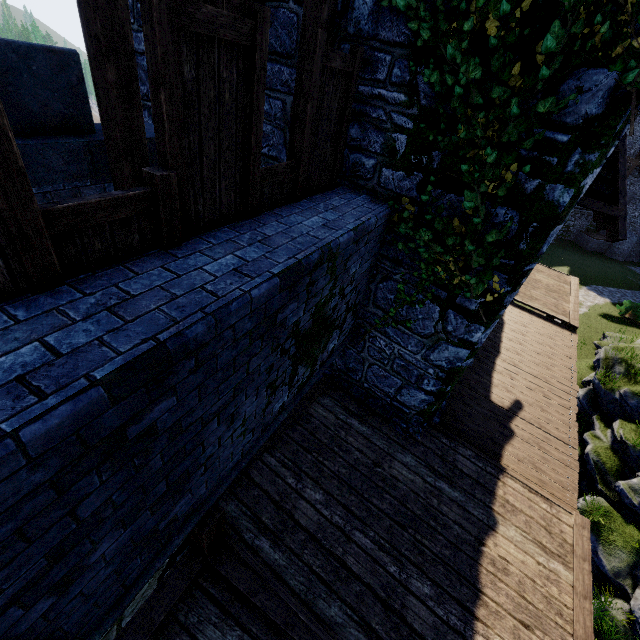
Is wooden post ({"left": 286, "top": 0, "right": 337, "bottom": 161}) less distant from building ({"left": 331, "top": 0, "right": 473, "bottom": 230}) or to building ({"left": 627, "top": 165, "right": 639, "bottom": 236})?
building ({"left": 331, "top": 0, "right": 473, "bottom": 230})

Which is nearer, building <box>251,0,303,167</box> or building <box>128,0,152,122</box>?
building <box>251,0,303,167</box>

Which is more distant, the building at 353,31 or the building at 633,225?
the building at 633,225

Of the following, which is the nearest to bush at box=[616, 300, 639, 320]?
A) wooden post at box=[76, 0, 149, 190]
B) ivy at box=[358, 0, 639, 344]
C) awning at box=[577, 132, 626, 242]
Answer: awning at box=[577, 132, 626, 242]

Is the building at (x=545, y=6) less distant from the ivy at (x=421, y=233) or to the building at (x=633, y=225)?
the ivy at (x=421, y=233)

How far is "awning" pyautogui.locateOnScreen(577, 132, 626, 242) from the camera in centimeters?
491cm

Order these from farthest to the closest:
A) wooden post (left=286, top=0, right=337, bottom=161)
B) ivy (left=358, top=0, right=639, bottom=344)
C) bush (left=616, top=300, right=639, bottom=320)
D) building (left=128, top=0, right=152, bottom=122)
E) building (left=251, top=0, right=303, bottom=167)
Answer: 1. bush (left=616, top=300, right=639, bottom=320)
2. building (left=128, top=0, right=152, bottom=122)
3. building (left=251, top=0, right=303, bottom=167)
4. wooden post (left=286, top=0, right=337, bottom=161)
5. ivy (left=358, top=0, right=639, bottom=344)

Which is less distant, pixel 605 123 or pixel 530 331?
pixel 605 123
